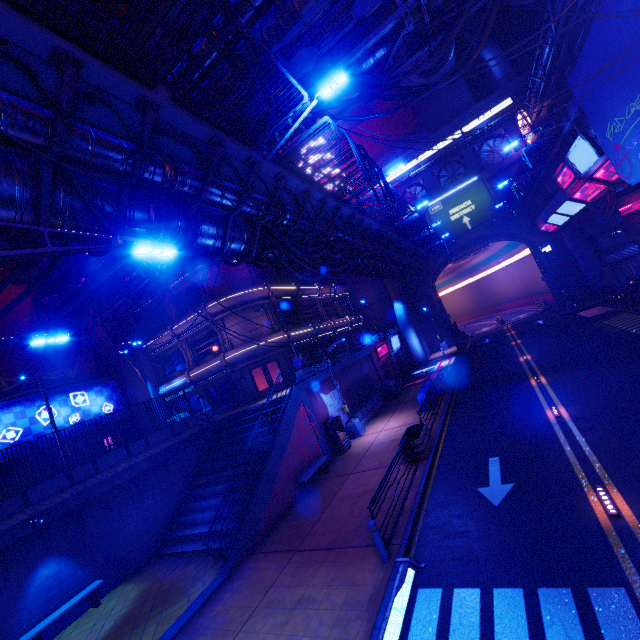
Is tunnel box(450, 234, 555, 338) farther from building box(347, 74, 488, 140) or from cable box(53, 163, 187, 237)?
cable box(53, 163, 187, 237)

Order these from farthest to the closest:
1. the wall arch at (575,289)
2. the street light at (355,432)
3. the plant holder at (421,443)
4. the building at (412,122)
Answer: the building at (412,122) < the wall arch at (575,289) < the street light at (355,432) < the plant holder at (421,443)

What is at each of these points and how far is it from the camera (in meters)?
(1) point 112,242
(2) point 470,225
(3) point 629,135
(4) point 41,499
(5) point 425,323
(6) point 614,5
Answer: (1) street light, 4.94
(2) sign, 40.06
(3) walkway, 13.32
(4) fence, 12.64
(5) wall arch, 43.94
(6) walkway, 10.95

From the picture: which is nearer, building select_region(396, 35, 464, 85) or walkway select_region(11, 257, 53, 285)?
walkway select_region(11, 257, 53, 285)

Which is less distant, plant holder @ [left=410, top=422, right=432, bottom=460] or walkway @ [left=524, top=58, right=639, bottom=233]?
walkway @ [left=524, top=58, right=639, bottom=233]

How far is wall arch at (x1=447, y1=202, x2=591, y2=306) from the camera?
36.0 meters

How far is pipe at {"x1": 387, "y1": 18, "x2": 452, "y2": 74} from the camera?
10.6m

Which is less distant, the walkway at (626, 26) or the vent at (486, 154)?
the walkway at (626, 26)
